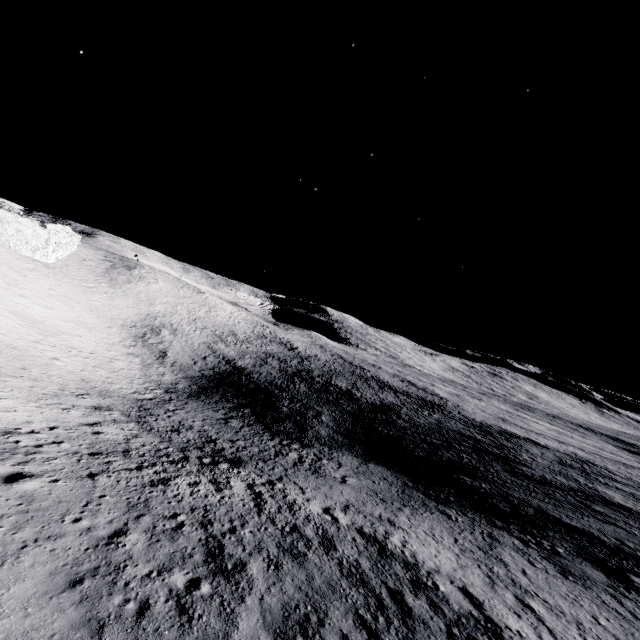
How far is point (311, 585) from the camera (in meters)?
11.73
